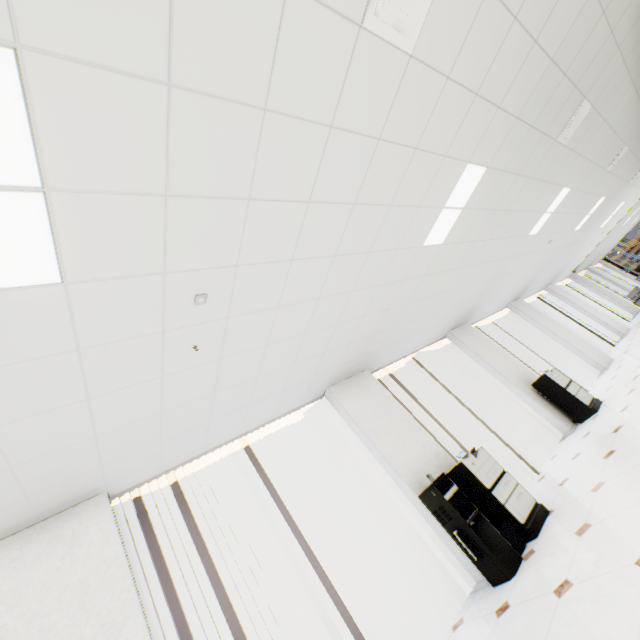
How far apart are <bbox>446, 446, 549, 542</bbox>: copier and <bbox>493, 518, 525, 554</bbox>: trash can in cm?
4

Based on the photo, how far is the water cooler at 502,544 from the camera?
3.4 meters

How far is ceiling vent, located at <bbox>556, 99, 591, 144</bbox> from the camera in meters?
4.2

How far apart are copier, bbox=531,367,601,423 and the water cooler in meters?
3.9

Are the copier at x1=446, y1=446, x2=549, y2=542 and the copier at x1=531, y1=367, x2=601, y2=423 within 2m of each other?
no

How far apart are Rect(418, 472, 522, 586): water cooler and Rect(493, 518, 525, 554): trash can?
0.03m

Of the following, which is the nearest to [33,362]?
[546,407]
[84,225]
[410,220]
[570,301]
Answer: [84,225]

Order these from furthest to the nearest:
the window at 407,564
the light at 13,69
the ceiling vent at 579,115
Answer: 1. the ceiling vent at 579,115
2. the window at 407,564
3. the light at 13,69
